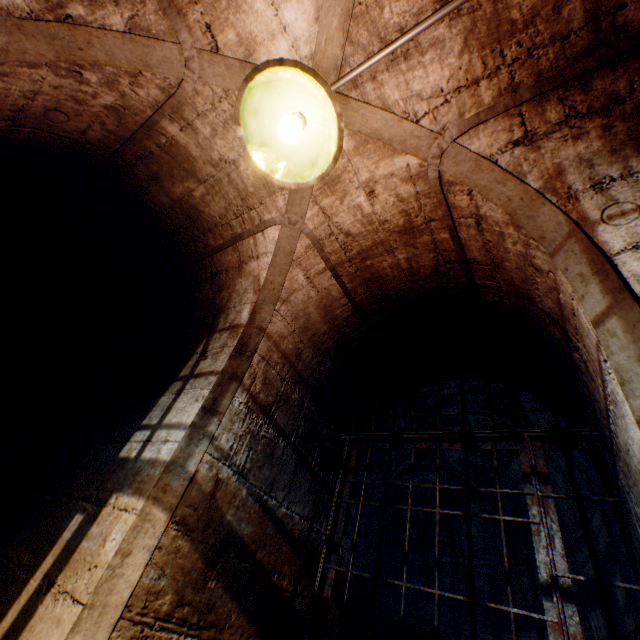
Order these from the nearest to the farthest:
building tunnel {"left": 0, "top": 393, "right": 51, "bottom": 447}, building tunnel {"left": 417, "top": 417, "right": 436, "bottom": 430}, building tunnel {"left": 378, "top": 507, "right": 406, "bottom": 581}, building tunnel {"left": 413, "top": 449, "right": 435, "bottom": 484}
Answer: building tunnel {"left": 417, "top": 417, "right": 436, "bottom": 430}, building tunnel {"left": 413, "top": 449, "right": 435, "bottom": 484}, building tunnel {"left": 0, "top": 393, "right": 51, "bottom": 447}, building tunnel {"left": 378, "top": 507, "right": 406, "bottom": 581}

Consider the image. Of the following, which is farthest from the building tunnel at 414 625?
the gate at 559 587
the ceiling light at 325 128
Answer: the ceiling light at 325 128

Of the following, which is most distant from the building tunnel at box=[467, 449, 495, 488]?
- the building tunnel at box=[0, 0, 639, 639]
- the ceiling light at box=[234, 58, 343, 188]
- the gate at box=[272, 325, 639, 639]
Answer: the ceiling light at box=[234, 58, 343, 188]

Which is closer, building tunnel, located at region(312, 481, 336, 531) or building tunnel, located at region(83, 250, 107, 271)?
building tunnel, located at region(312, 481, 336, 531)

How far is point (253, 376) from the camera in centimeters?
206cm

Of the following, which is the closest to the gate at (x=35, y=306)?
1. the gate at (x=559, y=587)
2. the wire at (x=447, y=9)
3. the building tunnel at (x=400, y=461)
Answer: the gate at (x=559, y=587)

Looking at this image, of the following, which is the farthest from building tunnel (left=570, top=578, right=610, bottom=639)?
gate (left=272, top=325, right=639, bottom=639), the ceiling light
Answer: the ceiling light

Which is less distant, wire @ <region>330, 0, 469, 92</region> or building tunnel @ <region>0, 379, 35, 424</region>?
wire @ <region>330, 0, 469, 92</region>
